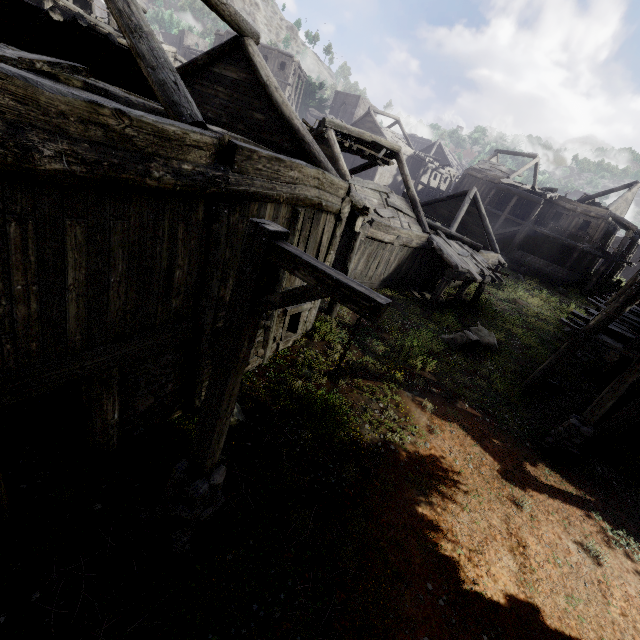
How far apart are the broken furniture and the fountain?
18.9m

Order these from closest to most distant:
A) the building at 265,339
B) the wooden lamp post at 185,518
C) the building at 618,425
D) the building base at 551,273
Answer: the wooden lamp post at 185,518
the building at 265,339
the building at 618,425
the building base at 551,273

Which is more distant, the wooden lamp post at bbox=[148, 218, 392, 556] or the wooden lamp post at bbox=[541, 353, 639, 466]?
the wooden lamp post at bbox=[541, 353, 639, 466]

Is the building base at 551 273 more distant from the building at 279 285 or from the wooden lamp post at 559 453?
the wooden lamp post at 559 453

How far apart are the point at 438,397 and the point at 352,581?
6.4m

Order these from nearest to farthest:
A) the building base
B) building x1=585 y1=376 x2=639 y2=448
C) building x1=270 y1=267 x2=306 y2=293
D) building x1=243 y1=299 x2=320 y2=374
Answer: building x1=270 y1=267 x2=306 y2=293 < building x1=243 y1=299 x2=320 y2=374 < building x1=585 y1=376 x2=639 y2=448 < the building base

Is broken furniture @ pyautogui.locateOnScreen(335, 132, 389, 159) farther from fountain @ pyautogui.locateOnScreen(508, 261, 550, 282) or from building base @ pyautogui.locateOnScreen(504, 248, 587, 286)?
building base @ pyautogui.locateOnScreen(504, 248, 587, 286)

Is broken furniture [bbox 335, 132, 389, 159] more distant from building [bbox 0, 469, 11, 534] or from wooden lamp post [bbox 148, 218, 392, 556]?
wooden lamp post [bbox 148, 218, 392, 556]
